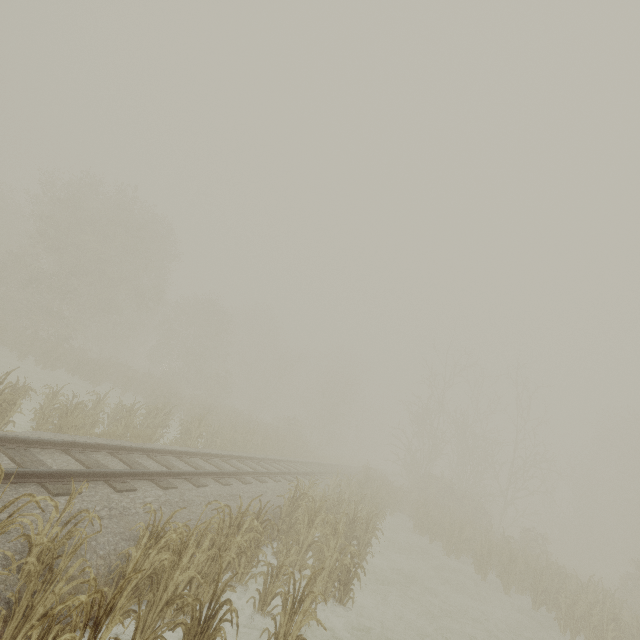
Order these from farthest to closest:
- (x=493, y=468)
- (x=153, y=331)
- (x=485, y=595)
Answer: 1. (x=153, y=331)
2. (x=493, y=468)
3. (x=485, y=595)
